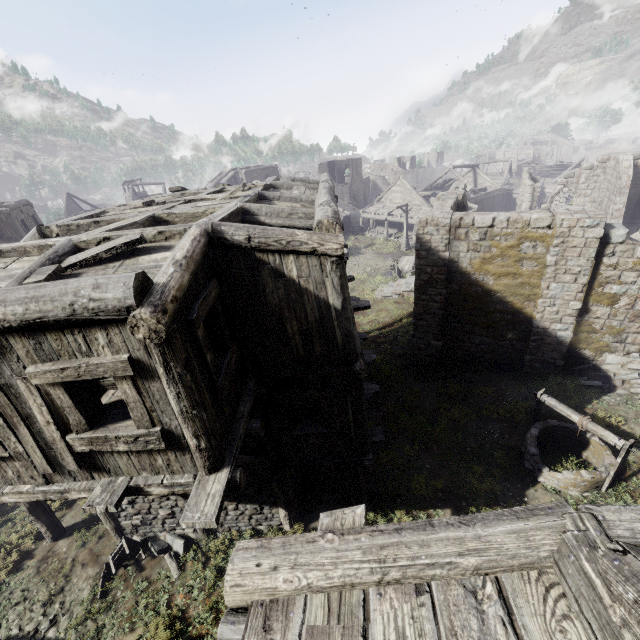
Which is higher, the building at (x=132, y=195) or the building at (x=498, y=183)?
the building at (x=132, y=195)

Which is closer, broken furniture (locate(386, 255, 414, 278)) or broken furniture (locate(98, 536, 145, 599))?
broken furniture (locate(98, 536, 145, 599))

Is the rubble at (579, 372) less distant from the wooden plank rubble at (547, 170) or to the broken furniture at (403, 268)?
the broken furniture at (403, 268)

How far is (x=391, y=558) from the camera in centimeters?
215cm

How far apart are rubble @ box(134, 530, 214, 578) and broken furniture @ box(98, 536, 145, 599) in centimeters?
2cm

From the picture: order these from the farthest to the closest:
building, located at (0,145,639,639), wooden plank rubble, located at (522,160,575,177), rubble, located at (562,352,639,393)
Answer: wooden plank rubble, located at (522,160,575,177) → rubble, located at (562,352,639,393) → building, located at (0,145,639,639)

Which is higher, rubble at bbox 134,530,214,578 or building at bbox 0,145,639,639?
building at bbox 0,145,639,639

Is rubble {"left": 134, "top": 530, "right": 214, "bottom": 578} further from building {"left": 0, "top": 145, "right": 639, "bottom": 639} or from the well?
the well
